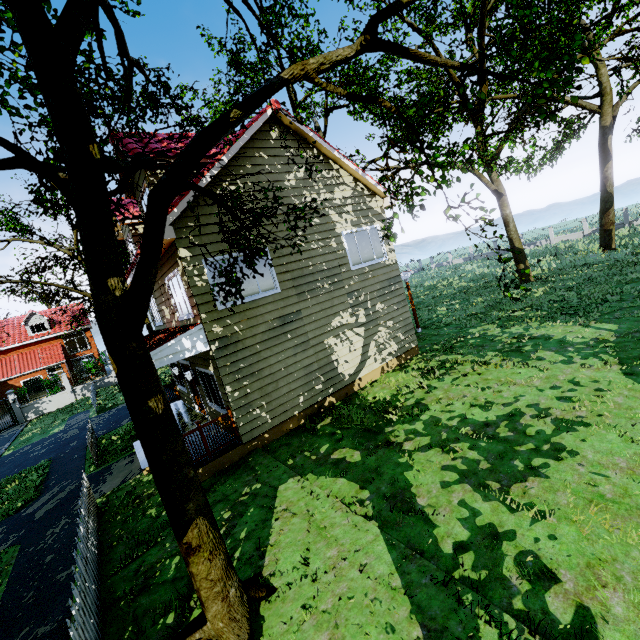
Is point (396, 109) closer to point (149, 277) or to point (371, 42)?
Answer: point (371, 42)

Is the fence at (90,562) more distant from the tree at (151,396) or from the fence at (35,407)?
the fence at (35,407)

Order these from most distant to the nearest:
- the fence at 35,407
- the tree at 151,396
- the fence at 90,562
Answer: the fence at 35,407
the fence at 90,562
the tree at 151,396

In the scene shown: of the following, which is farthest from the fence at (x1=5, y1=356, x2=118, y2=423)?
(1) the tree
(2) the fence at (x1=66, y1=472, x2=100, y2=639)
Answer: (2) the fence at (x1=66, y1=472, x2=100, y2=639)

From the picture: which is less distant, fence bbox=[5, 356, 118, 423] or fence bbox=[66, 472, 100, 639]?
fence bbox=[66, 472, 100, 639]

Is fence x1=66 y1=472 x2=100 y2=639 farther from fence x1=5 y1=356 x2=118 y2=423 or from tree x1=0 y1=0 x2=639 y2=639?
fence x1=5 y1=356 x2=118 y2=423

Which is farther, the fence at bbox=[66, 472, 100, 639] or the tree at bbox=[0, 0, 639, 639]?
the fence at bbox=[66, 472, 100, 639]
